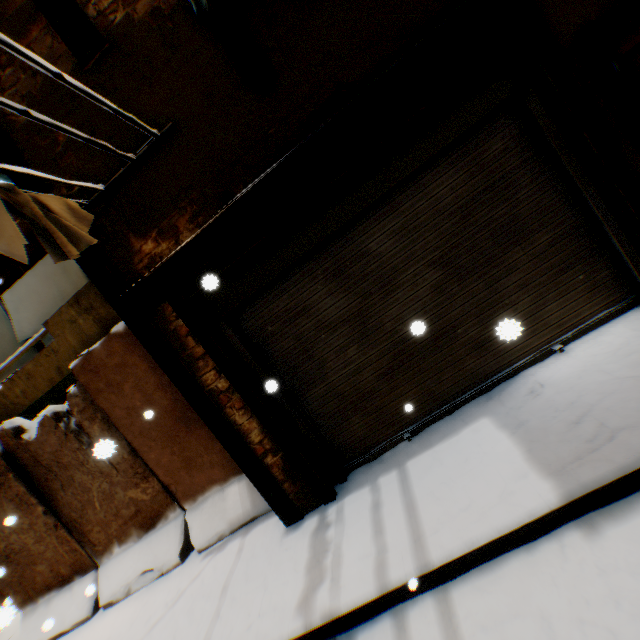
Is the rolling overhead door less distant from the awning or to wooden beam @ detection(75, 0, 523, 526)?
wooden beam @ detection(75, 0, 523, 526)

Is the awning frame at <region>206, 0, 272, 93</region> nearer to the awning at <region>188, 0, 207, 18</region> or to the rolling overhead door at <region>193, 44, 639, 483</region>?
the awning at <region>188, 0, 207, 18</region>

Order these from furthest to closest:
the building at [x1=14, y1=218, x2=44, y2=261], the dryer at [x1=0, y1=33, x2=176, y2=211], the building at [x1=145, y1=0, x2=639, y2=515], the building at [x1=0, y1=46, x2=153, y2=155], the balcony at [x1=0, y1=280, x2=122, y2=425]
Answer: the building at [x1=14, y1=218, x2=44, y2=261] → the balcony at [x1=0, y1=280, x2=122, y2=425] → the building at [x1=0, y1=46, x2=153, y2=155] → the building at [x1=145, y1=0, x2=639, y2=515] → the dryer at [x1=0, y1=33, x2=176, y2=211]

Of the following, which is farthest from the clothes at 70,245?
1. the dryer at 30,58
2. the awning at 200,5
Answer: the awning at 200,5

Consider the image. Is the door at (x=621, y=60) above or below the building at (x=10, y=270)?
below

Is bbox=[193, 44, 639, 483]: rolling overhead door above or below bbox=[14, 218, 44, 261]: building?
below

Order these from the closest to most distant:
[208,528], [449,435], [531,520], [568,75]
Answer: [531,520]
[568,75]
[449,435]
[208,528]

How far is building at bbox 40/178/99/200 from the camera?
3.45m
